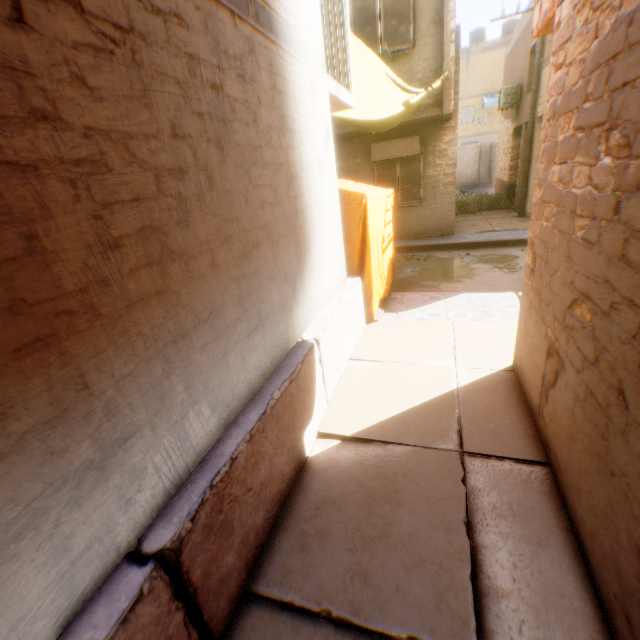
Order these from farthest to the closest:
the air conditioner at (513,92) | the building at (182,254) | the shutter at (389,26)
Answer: the air conditioner at (513,92) < the shutter at (389,26) < the building at (182,254)

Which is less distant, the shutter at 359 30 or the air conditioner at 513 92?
the shutter at 359 30

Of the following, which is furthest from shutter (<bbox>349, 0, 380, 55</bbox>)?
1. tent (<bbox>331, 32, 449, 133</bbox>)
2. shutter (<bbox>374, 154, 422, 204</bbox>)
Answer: shutter (<bbox>374, 154, 422, 204</bbox>)

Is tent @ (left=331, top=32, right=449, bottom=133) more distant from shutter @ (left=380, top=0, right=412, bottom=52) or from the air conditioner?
the air conditioner

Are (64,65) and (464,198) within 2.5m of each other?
no

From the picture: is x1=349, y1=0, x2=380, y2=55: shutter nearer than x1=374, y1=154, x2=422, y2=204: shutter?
Yes

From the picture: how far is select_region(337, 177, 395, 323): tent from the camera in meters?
4.8

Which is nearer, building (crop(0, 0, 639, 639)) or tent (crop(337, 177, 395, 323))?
building (crop(0, 0, 639, 639))
